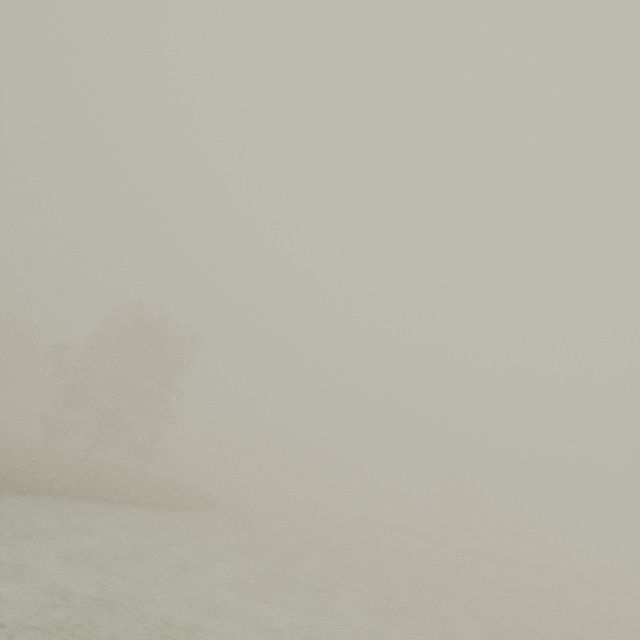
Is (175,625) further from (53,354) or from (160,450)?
(53,354)
